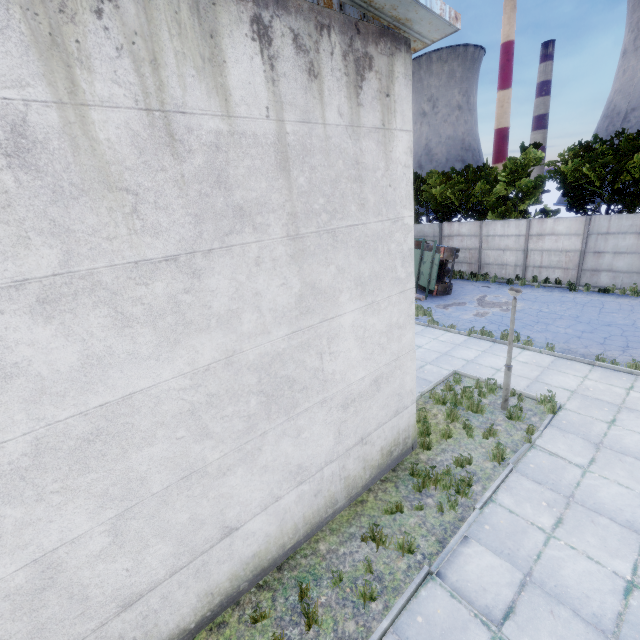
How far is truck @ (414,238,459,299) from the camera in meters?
17.7

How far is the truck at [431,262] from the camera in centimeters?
1773cm

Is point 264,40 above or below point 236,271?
above
